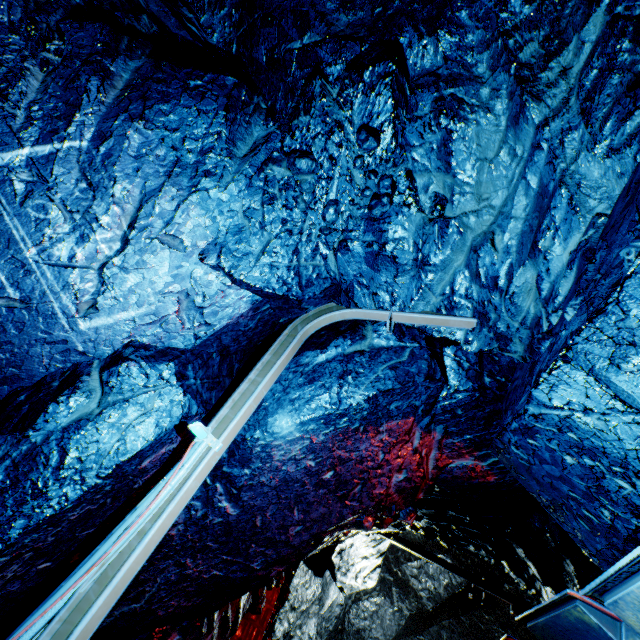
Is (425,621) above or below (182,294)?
above

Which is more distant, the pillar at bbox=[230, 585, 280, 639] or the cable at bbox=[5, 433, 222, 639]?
the pillar at bbox=[230, 585, 280, 639]

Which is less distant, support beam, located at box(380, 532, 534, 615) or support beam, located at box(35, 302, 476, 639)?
support beam, located at box(35, 302, 476, 639)

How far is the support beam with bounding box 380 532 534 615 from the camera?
9.0 meters

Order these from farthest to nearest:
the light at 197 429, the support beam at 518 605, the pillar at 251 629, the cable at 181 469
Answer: the support beam at 518 605
the pillar at 251 629
the light at 197 429
the cable at 181 469

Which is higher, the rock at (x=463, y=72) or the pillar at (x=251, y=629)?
the rock at (x=463, y=72)

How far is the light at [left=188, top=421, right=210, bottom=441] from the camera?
2.3 meters

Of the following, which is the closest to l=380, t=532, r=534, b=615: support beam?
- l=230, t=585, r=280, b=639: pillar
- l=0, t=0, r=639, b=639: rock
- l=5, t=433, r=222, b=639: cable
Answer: l=0, t=0, r=639, b=639: rock
